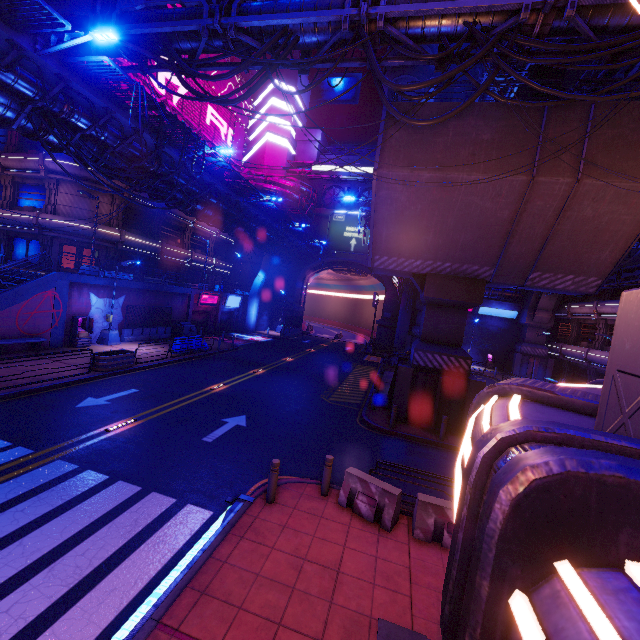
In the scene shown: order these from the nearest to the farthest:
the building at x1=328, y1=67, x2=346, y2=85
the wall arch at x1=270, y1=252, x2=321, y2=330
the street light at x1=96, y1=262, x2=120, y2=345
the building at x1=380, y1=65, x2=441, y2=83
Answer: the street light at x1=96, y1=262, x2=120, y2=345 → the building at x1=380, y1=65, x2=441, y2=83 → the wall arch at x1=270, y1=252, x2=321, y2=330 → the building at x1=328, y1=67, x2=346, y2=85

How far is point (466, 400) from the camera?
15.02m

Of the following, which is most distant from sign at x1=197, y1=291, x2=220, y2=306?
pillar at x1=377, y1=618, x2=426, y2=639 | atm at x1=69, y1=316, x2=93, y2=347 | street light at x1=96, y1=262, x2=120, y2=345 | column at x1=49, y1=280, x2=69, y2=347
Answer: pillar at x1=377, y1=618, x2=426, y2=639

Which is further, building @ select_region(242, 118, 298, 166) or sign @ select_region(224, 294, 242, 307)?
building @ select_region(242, 118, 298, 166)

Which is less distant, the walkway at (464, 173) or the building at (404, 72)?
the walkway at (464, 173)

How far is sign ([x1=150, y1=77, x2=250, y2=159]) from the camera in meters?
32.6 m

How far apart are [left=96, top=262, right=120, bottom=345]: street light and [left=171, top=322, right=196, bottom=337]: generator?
5.7m

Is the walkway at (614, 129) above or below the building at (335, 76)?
below
